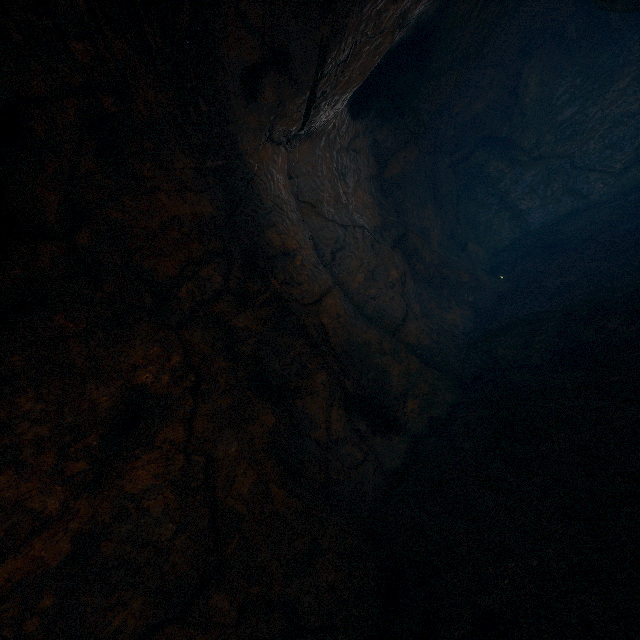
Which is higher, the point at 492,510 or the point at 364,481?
the point at 364,481
